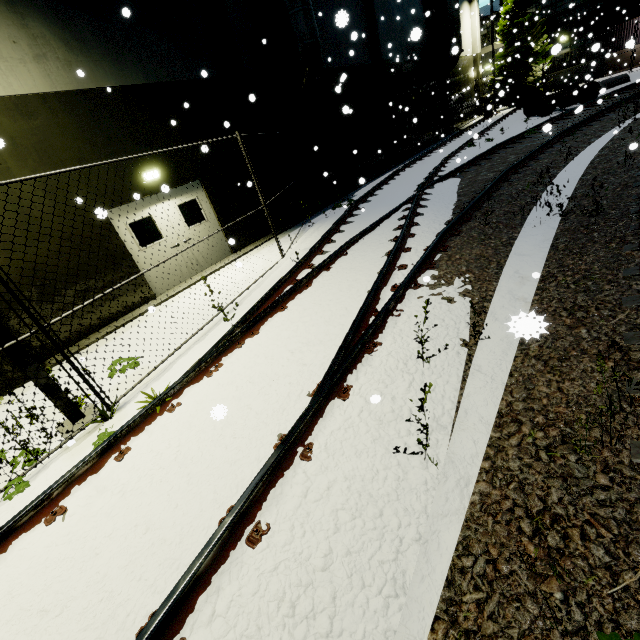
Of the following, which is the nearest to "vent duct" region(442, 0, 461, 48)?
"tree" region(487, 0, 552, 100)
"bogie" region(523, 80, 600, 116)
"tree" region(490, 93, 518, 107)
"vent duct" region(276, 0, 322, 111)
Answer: "tree" region(487, 0, 552, 100)

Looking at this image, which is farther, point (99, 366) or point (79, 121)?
point (79, 121)

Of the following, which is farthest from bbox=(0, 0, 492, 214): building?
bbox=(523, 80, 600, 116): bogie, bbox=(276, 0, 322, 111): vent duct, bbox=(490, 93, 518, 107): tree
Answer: bbox=(523, 80, 600, 116): bogie

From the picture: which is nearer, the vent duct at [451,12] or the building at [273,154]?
the building at [273,154]

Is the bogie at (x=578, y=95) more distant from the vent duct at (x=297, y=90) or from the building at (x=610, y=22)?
the vent duct at (x=297, y=90)

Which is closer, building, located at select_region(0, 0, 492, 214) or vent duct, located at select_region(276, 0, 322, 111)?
building, located at select_region(0, 0, 492, 214)

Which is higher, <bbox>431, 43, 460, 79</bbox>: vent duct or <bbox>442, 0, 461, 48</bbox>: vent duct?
<bbox>442, 0, 461, 48</bbox>: vent duct

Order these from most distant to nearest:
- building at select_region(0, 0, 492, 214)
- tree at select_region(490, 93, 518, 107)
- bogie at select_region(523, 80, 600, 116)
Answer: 1. tree at select_region(490, 93, 518, 107)
2. bogie at select_region(523, 80, 600, 116)
3. building at select_region(0, 0, 492, 214)
